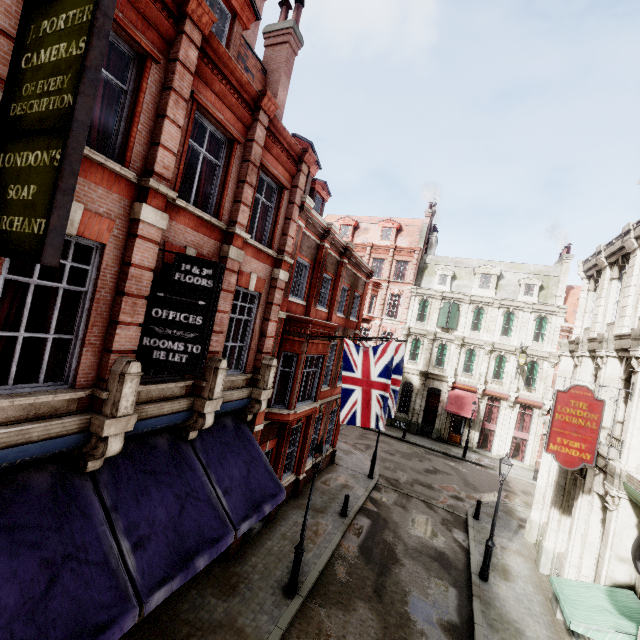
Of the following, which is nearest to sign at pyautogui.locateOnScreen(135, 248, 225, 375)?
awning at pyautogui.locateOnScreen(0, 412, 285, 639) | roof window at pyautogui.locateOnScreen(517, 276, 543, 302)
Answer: awning at pyautogui.locateOnScreen(0, 412, 285, 639)

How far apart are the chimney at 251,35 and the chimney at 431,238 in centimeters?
2732cm

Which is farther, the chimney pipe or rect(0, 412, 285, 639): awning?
the chimney pipe

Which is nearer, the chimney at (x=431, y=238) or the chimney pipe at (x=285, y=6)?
the chimney pipe at (x=285, y=6)

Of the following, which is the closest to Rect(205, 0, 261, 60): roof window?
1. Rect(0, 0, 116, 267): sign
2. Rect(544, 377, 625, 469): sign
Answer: Rect(0, 0, 116, 267): sign

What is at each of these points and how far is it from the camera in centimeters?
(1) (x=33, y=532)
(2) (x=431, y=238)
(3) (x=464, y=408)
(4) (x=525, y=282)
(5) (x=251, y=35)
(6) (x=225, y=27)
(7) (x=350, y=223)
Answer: (1) awning, 502cm
(2) chimney, 3581cm
(3) awning, 2817cm
(4) roof window, 2947cm
(5) chimney, 1238cm
(6) roof window, 837cm
(7) roof window, 3697cm

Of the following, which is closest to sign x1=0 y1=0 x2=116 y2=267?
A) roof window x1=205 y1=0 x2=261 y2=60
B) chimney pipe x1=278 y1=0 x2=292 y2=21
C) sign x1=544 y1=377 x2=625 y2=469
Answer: roof window x1=205 y1=0 x2=261 y2=60

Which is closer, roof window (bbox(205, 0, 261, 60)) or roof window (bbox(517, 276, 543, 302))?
roof window (bbox(205, 0, 261, 60))
